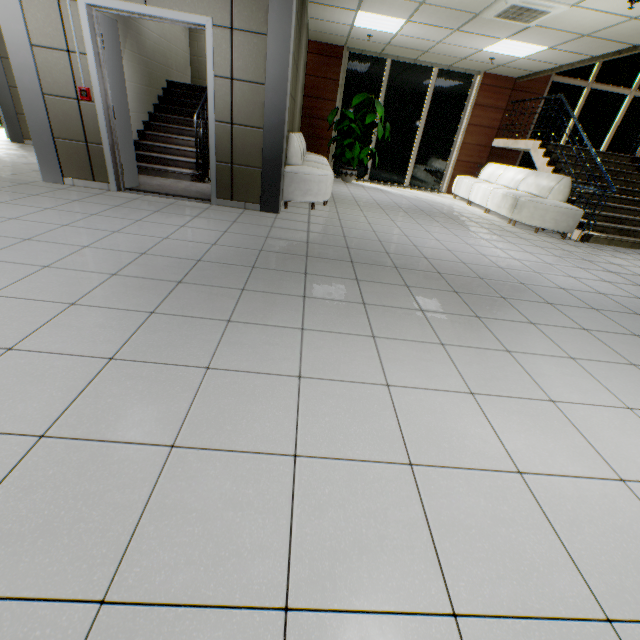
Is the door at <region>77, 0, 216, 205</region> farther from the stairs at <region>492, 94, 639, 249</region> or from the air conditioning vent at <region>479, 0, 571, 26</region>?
the stairs at <region>492, 94, 639, 249</region>

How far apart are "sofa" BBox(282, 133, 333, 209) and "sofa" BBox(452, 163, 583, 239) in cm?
398

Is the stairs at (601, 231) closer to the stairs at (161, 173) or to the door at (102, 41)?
the stairs at (161, 173)

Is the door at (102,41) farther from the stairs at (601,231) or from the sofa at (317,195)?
the stairs at (601,231)

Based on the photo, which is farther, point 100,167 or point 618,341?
point 100,167

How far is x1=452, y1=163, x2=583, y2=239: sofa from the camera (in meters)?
6.32

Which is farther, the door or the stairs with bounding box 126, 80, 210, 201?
the stairs with bounding box 126, 80, 210, 201

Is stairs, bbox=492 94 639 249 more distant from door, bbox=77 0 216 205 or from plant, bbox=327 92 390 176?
door, bbox=77 0 216 205
